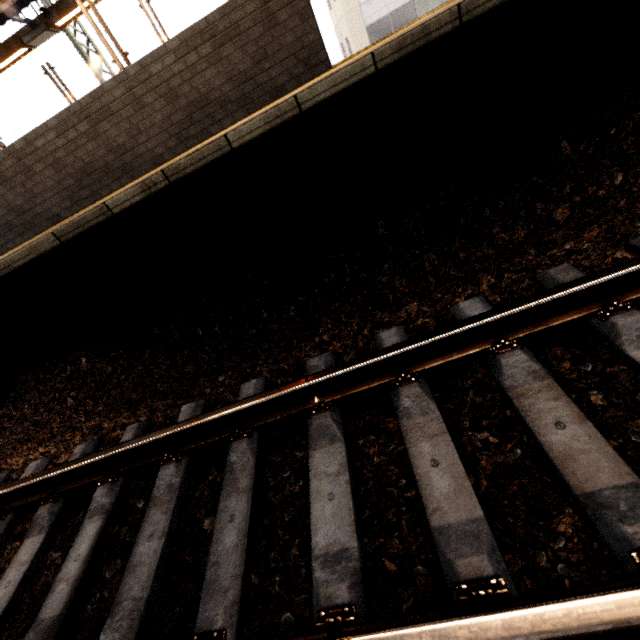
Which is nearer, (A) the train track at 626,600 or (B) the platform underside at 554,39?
(A) the train track at 626,600

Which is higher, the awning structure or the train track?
the awning structure

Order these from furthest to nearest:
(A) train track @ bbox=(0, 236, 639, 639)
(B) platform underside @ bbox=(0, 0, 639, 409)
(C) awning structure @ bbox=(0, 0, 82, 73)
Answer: (C) awning structure @ bbox=(0, 0, 82, 73) → (B) platform underside @ bbox=(0, 0, 639, 409) → (A) train track @ bbox=(0, 236, 639, 639)

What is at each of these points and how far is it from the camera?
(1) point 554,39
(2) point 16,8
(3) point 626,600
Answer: (1) platform underside, 2.0m
(2) awning structure, 7.5m
(3) train track, 0.8m

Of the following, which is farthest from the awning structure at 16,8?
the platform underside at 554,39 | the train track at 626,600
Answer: the train track at 626,600

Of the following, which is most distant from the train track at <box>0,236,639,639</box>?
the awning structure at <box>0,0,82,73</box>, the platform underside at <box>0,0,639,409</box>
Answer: the awning structure at <box>0,0,82,73</box>
